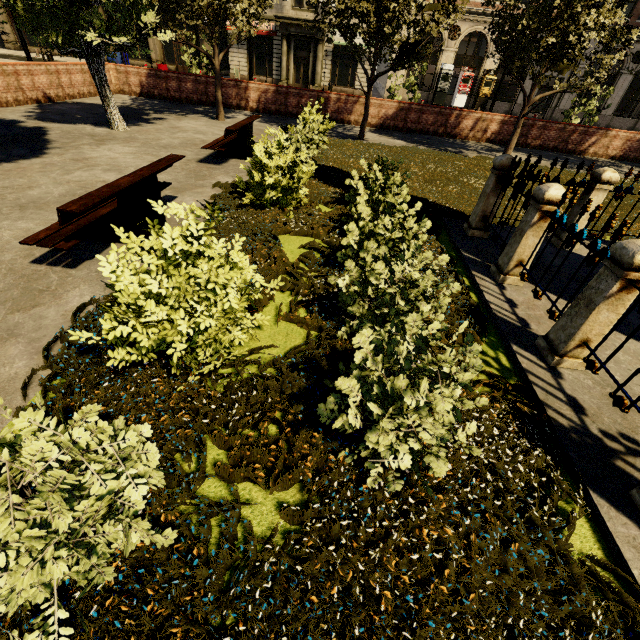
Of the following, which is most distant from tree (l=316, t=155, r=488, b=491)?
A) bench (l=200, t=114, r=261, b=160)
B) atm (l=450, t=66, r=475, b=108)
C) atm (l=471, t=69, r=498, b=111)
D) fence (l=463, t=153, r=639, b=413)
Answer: atm (l=450, t=66, r=475, b=108)

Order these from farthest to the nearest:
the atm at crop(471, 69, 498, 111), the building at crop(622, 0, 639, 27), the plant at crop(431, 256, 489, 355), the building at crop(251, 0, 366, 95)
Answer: the atm at crop(471, 69, 498, 111)
the building at crop(251, 0, 366, 95)
the building at crop(622, 0, 639, 27)
the plant at crop(431, 256, 489, 355)

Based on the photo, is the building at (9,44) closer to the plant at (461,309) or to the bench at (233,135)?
Answer: the bench at (233,135)

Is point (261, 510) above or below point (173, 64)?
below

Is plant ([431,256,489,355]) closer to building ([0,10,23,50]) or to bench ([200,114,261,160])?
bench ([200,114,261,160])

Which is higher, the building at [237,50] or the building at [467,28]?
the building at [467,28]

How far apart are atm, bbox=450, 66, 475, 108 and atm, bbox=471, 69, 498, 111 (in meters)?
Answer: 0.90

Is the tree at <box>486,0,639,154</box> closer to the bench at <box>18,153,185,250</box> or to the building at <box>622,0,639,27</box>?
the building at <box>622,0,639,27</box>
